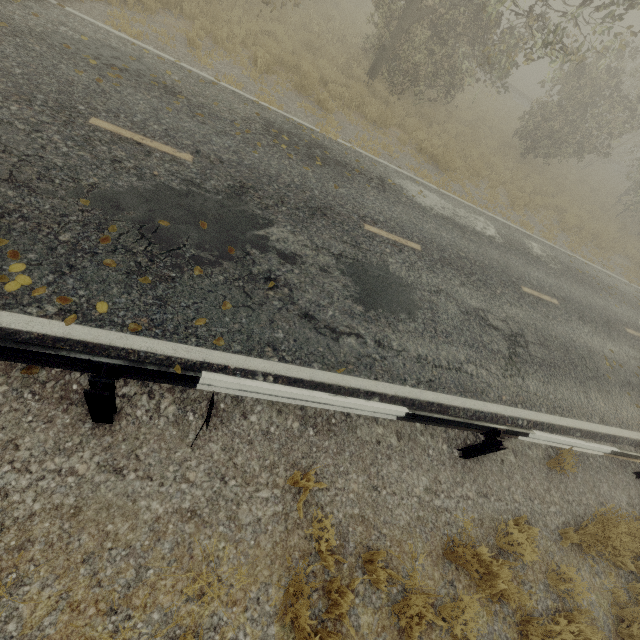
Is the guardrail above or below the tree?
below

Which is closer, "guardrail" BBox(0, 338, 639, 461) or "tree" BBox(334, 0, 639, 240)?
"guardrail" BBox(0, 338, 639, 461)

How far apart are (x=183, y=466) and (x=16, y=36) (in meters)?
7.57

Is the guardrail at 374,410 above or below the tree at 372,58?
below

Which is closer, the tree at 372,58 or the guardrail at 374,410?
the guardrail at 374,410
